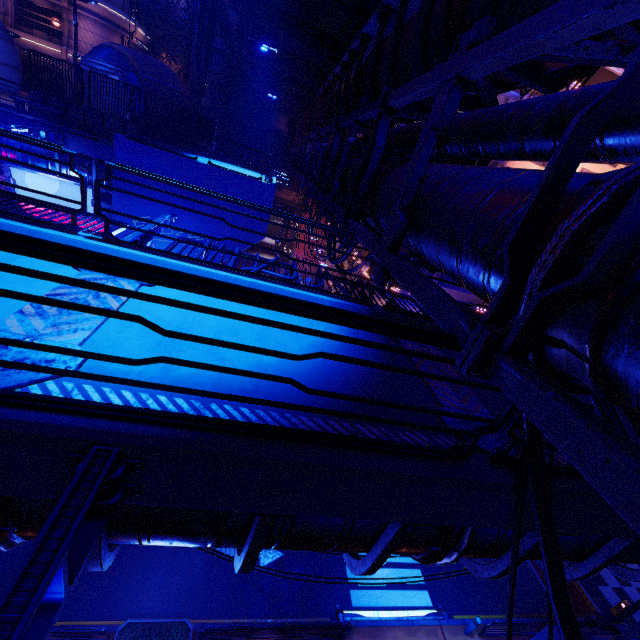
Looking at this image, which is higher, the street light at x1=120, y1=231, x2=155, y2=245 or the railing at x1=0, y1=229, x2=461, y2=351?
the railing at x1=0, y1=229, x2=461, y2=351

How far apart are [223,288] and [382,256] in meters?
2.7

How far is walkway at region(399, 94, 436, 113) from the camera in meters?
6.4

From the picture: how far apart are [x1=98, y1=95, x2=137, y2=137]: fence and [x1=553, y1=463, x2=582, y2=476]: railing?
22.39m

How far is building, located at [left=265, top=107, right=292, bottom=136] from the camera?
37.1 meters

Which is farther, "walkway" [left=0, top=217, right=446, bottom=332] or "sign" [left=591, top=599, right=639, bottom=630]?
"sign" [left=591, top=599, right=639, bottom=630]

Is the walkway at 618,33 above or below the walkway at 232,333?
above

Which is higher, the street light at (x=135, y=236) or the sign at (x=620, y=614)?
the street light at (x=135, y=236)
